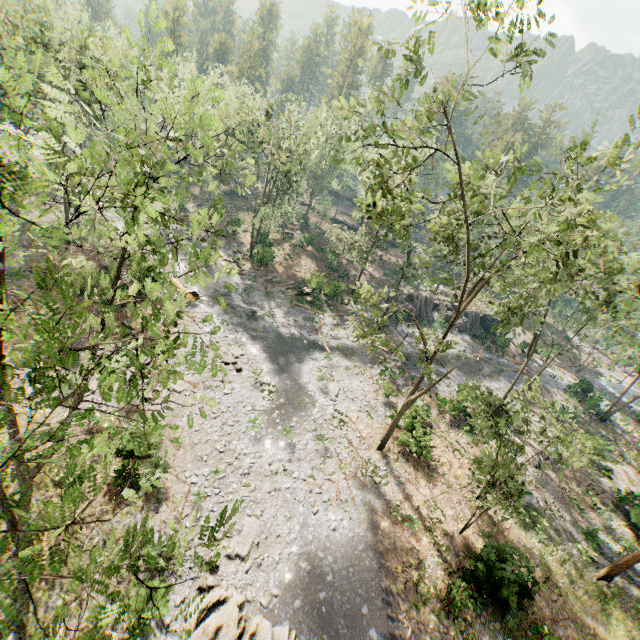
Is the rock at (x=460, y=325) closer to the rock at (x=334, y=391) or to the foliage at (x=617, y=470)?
the foliage at (x=617, y=470)

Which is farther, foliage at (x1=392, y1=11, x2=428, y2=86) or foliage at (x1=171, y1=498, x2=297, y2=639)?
foliage at (x1=392, y1=11, x2=428, y2=86)

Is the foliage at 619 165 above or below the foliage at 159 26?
above

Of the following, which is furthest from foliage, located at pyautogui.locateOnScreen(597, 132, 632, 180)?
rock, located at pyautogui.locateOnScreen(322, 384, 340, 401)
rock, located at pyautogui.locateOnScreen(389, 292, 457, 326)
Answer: rock, located at pyautogui.locateOnScreen(322, 384, 340, 401)

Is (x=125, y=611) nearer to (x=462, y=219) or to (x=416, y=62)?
(x=416, y=62)

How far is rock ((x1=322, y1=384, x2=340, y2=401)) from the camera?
25.7 meters

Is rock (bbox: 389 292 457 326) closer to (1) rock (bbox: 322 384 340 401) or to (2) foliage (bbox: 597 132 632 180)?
(2) foliage (bbox: 597 132 632 180)
